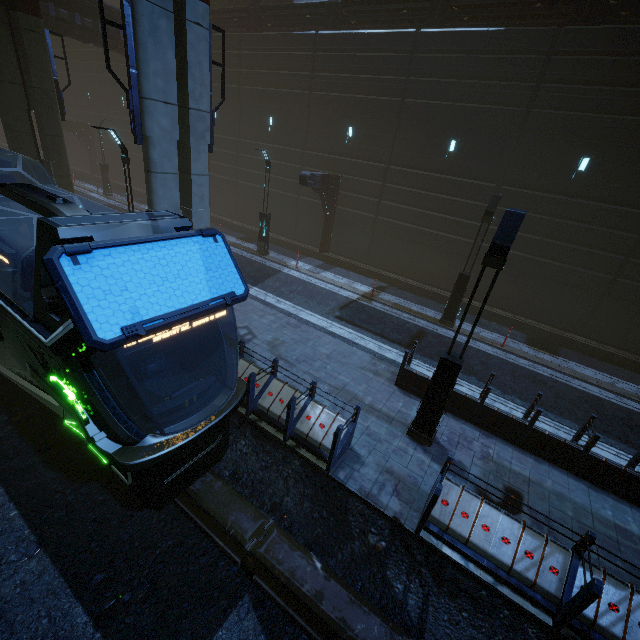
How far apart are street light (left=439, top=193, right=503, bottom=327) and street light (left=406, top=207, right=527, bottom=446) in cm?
668

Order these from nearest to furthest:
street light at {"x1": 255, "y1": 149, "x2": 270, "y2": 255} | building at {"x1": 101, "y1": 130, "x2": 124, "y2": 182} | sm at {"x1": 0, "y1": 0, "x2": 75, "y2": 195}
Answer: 1. sm at {"x1": 0, "y1": 0, "x2": 75, "y2": 195}
2. street light at {"x1": 255, "y1": 149, "x2": 270, "y2": 255}
3. building at {"x1": 101, "y1": 130, "x2": 124, "y2": 182}

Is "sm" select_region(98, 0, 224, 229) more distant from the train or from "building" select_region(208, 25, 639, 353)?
the train

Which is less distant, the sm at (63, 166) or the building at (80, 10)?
the sm at (63, 166)

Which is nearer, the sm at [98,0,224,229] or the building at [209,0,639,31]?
the sm at [98,0,224,229]

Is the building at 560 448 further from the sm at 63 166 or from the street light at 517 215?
the street light at 517 215

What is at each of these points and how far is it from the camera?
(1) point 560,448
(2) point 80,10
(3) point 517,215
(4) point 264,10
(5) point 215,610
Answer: (1) building, 7.9 meters
(2) building, 19.7 meters
(3) street light, 6.0 meters
(4) building, 19.9 meters
(5) train rail, 5.5 meters

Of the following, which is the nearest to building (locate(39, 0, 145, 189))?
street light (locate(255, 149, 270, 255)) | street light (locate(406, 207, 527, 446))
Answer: street light (locate(406, 207, 527, 446))
